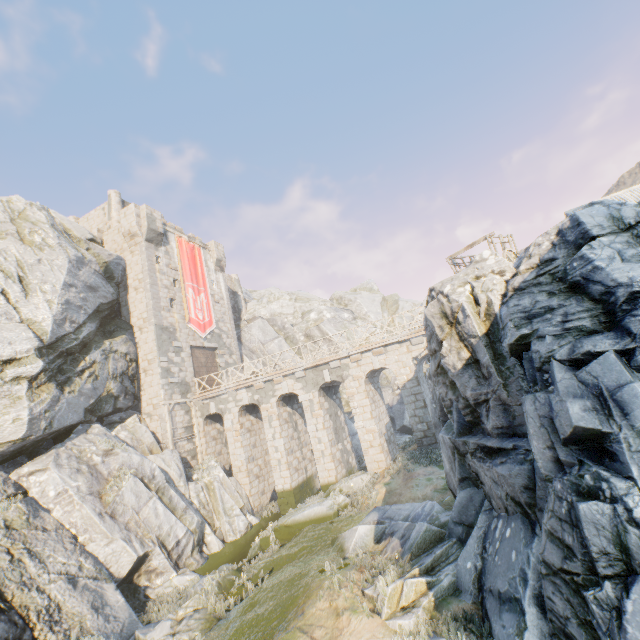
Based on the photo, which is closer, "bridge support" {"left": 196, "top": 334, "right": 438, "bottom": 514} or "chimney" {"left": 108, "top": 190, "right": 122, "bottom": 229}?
"bridge support" {"left": 196, "top": 334, "right": 438, "bottom": 514}

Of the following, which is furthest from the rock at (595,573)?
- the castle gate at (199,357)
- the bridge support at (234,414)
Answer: the castle gate at (199,357)

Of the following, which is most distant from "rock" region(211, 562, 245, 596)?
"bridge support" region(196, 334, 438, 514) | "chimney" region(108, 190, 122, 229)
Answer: "chimney" region(108, 190, 122, 229)

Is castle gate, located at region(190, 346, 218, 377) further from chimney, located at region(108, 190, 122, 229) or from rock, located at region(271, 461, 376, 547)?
chimney, located at region(108, 190, 122, 229)

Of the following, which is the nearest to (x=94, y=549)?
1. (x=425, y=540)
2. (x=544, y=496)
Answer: (x=425, y=540)

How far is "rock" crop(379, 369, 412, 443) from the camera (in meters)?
28.28

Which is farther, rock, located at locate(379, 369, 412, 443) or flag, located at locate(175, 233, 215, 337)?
rock, located at locate(379, 369, 412, 443)

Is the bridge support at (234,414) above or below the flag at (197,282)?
below
